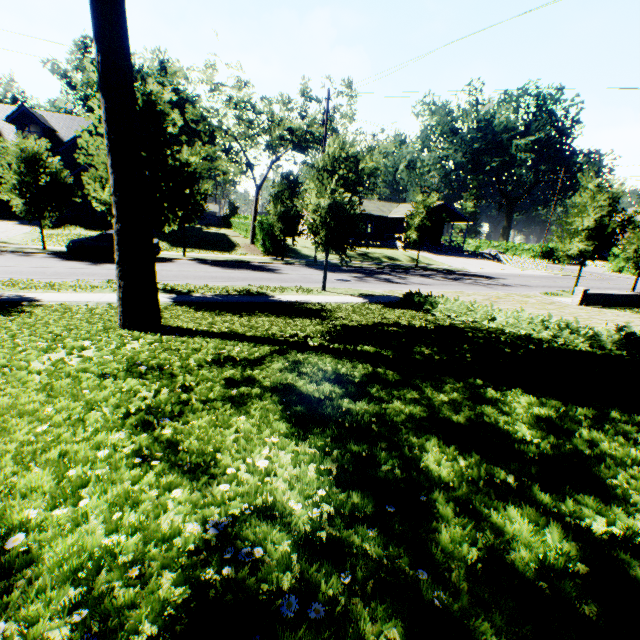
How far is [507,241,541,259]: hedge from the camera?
54.5m

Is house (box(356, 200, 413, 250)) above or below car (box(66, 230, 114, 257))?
above

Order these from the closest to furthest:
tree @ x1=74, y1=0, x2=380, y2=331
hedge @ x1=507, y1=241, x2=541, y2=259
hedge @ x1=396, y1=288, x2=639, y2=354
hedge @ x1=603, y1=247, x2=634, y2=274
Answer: tree @ x1=74, y1=0, x2=380, y2=331
hedge @ x1=396, y1=288, x2=639, y2=354
hedge @ x1=603, y1=247, x2=634, y2=274
hedge @ x1=507, y1=241, x2=541, y2=259

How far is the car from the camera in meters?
18.6 m

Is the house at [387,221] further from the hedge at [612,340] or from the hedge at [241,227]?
the hedge at [612,340]

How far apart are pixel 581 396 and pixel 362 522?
3.4 meters

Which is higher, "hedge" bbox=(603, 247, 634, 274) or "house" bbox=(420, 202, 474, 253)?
"house" bbox=(420, 202, 474, 253)

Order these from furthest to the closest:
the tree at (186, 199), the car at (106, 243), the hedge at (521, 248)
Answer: the hedge at (521, 248), the car at (106, 243), the tree at (186, 199)
